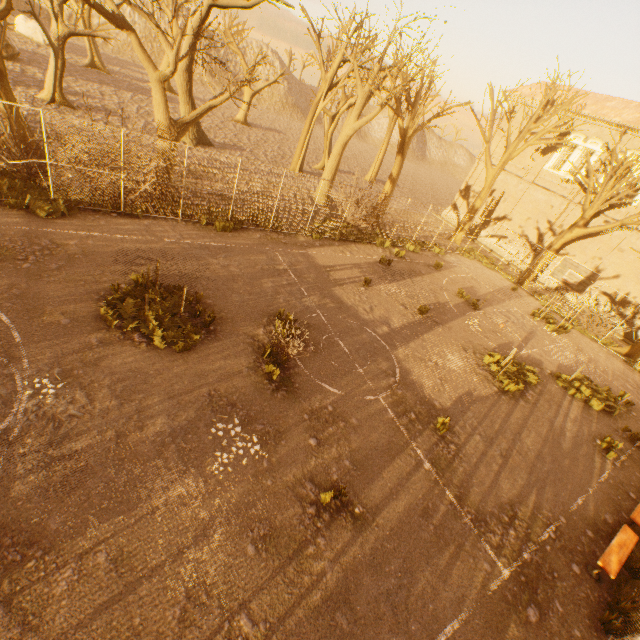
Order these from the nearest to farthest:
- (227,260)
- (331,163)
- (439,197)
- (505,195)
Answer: A: (227,260) < (331,163) < (505,195) < (439,197)

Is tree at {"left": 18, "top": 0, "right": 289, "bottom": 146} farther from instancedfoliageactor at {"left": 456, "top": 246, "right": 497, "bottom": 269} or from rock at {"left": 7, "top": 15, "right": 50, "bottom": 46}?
rock at {"left": 7, "top": 15, "right": 50, "bottom": 46}

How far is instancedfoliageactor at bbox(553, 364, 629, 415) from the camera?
13.00m

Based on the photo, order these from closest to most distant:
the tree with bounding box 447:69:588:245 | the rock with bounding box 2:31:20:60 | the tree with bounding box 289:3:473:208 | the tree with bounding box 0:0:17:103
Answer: the tree with bounding box 0:0:17:103
the tree with bounding box 289:3:473:208
the tree with bounding box 447:69:588:245
the rock with bounding box 2:31:20:60

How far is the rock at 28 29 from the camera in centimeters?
3096cm

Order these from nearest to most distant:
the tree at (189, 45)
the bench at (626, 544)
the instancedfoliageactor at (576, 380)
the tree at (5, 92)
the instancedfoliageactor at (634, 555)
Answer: the instancedfoliageactor at (634, 555) < the bench at (626, 544) < the tree at (5, 92) < the tree at (189, 45) < the instancedfoliageactor at (576, 380)

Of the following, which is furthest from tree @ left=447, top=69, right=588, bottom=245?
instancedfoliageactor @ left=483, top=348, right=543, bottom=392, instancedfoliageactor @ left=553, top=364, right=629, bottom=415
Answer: instancedfoliageactor @ left=483, top=348, right=543, bottom=392

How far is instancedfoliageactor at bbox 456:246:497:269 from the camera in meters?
24.4
